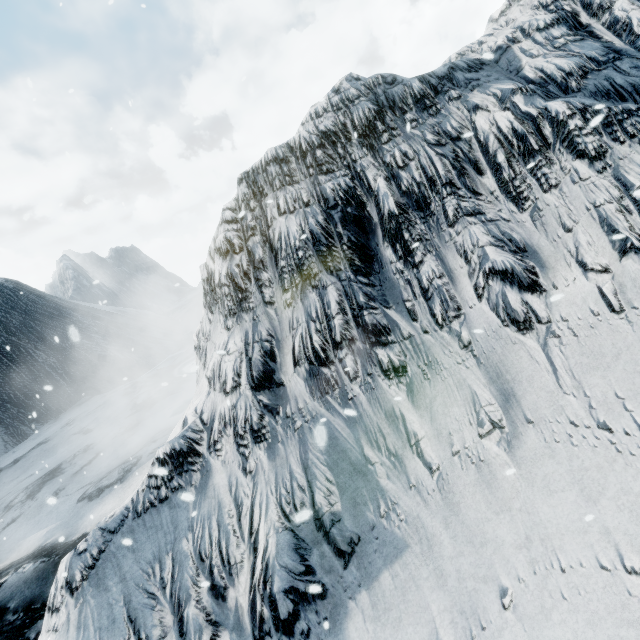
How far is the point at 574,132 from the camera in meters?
4.0 m
